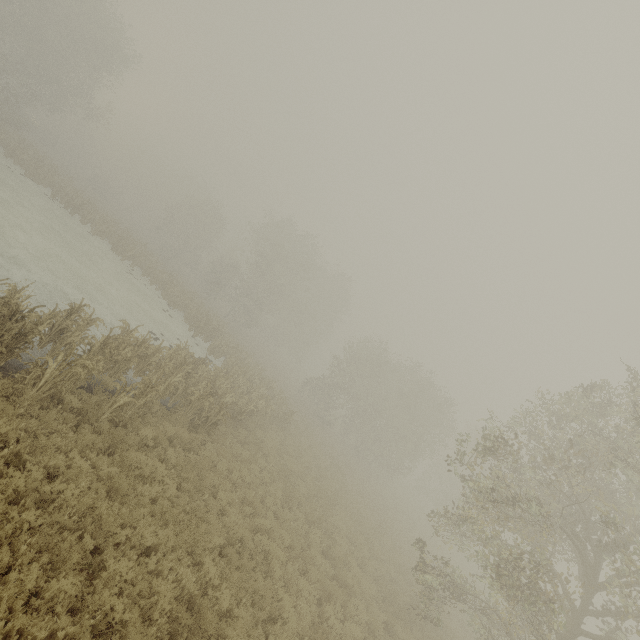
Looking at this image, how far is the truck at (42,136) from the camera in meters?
46.5 m

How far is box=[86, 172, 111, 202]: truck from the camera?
49.1 meters

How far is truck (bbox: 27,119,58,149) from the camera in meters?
46.5 m

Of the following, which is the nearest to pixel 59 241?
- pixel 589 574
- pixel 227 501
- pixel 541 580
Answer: pixel 227 501

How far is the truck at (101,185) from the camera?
49.1m

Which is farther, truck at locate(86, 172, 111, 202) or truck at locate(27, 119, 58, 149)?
truck at locate(86, 172, 111, 202)
